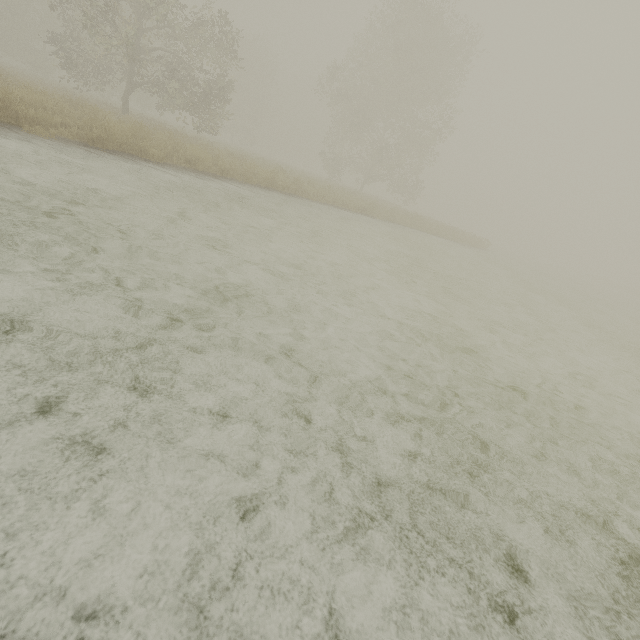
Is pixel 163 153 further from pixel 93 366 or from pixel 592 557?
pixel 592 557
